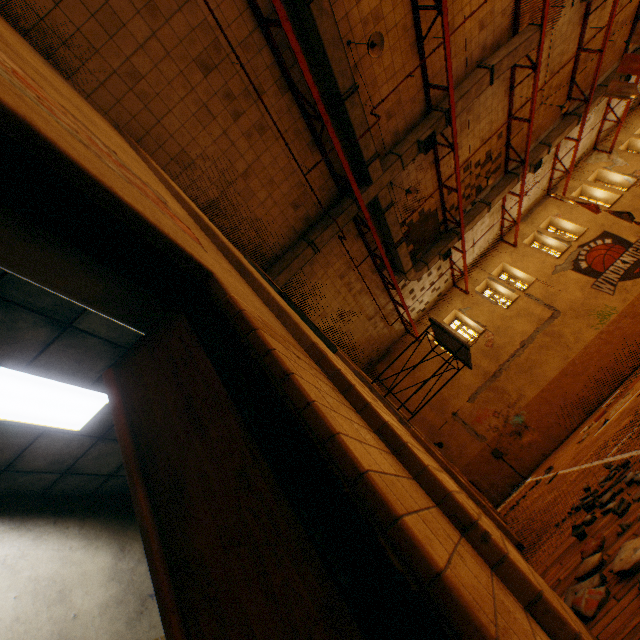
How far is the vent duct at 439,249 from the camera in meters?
13.3

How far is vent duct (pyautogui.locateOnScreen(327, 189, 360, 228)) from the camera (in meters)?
10.18

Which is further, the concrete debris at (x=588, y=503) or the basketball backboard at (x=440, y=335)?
the basketball backboard at (x=440, y=335)

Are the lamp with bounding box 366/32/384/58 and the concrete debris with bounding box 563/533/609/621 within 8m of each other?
no

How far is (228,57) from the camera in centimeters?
675cm

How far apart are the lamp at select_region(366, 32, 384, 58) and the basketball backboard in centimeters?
616cm

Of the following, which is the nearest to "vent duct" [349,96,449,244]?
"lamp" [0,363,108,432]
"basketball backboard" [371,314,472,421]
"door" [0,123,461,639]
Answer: "basketball backboard" [371,314,472,421]

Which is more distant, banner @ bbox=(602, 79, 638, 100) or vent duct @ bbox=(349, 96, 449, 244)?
banner @ bbox=(602, 79, 638, 100)
